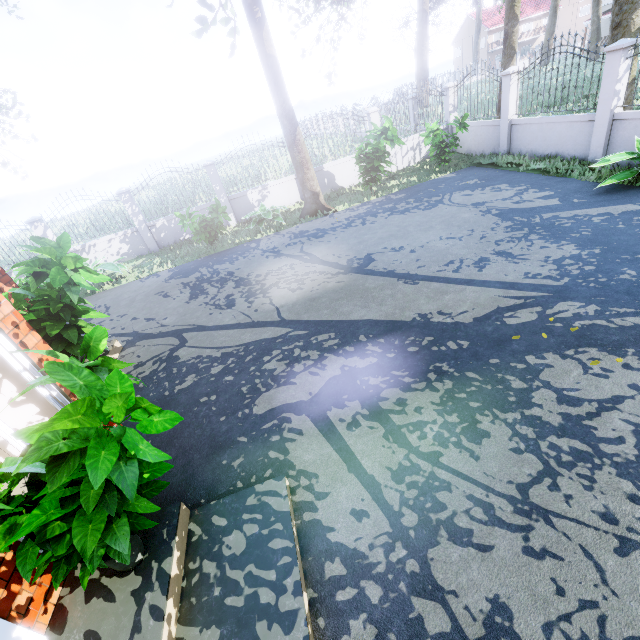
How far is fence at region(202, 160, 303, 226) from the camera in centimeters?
1223cm

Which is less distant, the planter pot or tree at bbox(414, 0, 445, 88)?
the planter pot

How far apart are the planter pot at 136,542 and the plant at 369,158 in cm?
1093

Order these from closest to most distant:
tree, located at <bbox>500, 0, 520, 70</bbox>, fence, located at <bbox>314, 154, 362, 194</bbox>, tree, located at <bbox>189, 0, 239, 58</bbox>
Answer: tree, located at <bbox>189, 0, 239, 58</bbox>, tree, located at <bbox>500, 0, 520, 70</bbox>, fence, located at <bbox>314, 154, 362, 194</bbox>

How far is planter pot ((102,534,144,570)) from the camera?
2.50m

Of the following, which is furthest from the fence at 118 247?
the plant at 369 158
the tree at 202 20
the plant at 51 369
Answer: the plant at 51 369

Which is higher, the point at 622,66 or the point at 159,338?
the point at 622,66

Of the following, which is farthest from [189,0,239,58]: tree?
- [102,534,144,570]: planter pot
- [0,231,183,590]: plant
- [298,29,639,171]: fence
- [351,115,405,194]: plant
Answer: [102,534,144,570]: planter pot
